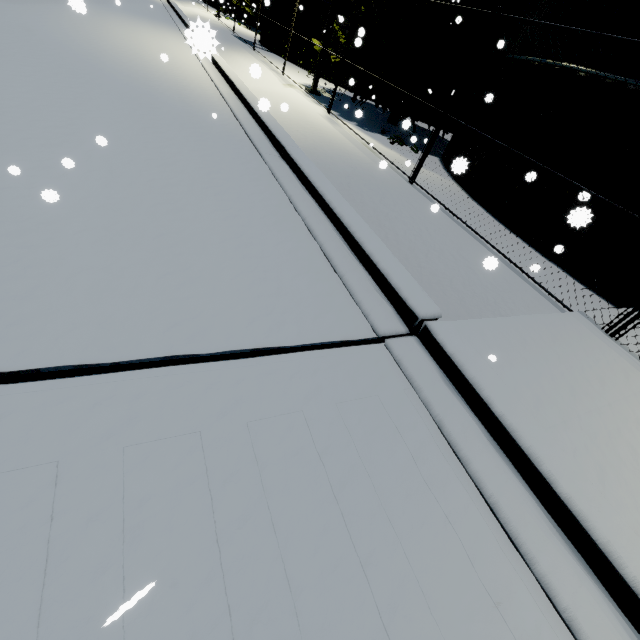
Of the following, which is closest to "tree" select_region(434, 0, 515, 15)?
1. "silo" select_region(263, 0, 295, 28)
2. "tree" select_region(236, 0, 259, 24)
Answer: "silo" select_region(263, 0, 295, 28)

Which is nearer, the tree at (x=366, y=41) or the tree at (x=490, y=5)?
the tree at (x=490, y=5)

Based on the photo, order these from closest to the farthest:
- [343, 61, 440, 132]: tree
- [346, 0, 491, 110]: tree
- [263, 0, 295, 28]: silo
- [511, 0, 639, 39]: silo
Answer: [511, 0, 639, 39]: silo
[346, 0, 491, 110]: tree
[343, 61, 440, 132]: tree
[263, 0, 295, 28]: silo

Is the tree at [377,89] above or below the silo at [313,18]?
below

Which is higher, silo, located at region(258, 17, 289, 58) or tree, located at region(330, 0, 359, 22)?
tree, located at region(330, 0, 359, 22)

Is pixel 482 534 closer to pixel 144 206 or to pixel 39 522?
pixel 39 522

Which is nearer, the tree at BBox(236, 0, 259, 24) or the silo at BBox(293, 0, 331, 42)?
the silo at BBox(293, 0, 331, 42)

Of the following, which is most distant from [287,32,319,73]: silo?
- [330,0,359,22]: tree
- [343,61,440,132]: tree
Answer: [343,61,440,132]: tree
